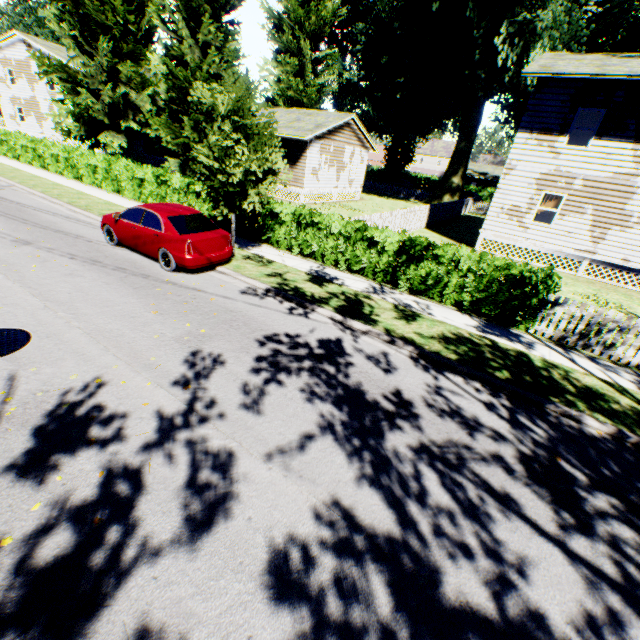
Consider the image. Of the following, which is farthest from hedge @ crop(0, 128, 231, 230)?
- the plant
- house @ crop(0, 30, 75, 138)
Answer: house @ crop(0, 30, 75, 138)

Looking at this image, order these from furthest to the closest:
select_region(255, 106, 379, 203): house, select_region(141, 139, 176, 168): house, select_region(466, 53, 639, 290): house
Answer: select_region(141, 139, 176, 168): house
select_region(255, 106, 379, 203): house
select_region(466, 53, 639, 290): house

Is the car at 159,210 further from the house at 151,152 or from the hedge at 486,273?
the house at 151,152

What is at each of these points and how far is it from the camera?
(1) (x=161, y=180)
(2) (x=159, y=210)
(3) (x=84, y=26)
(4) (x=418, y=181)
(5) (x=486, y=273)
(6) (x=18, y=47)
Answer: (1) hedge, 15.7 meters
(2) car, 9.5 meters
(3) plant, 23.7 meters
(4) hedge, 54.1 meters
(5) hedge, 9.2 meters
(6) house, 33.4 meters

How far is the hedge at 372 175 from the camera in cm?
5655

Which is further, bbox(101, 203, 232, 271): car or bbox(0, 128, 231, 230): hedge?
bbox(0, 128, 231, 230): hedge

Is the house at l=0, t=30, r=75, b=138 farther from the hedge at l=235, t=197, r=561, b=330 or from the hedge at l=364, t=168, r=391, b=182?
the hedge at l=364, t=168, r=391, b=182

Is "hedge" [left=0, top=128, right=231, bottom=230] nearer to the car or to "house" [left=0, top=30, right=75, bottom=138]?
the car
